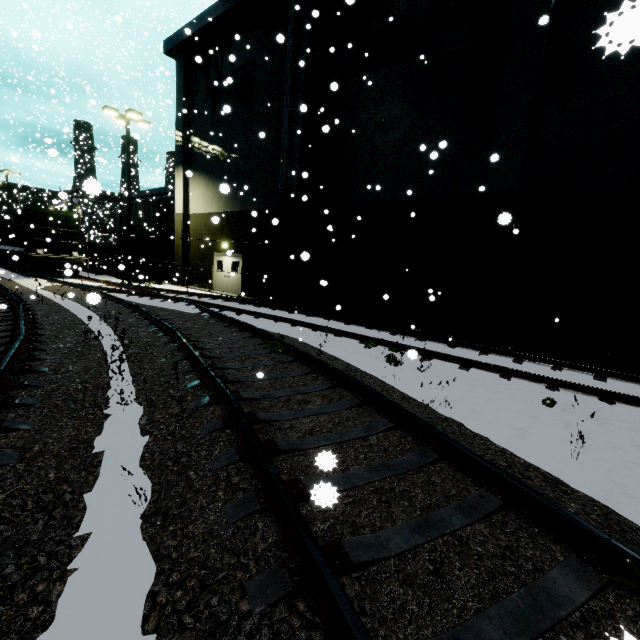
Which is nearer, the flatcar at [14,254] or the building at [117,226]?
the flatcar at [14,254]

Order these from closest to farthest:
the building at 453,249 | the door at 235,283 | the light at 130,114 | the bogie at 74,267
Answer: the building at 453,249 < the bogie at 74,267 < the light at 130,114 < the door at 235,283

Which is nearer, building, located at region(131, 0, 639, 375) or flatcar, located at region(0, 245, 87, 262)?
building, located at region(131, 0, 639, 375)

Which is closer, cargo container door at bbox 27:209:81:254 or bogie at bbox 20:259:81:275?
bogie at bbox 20:259:81:275

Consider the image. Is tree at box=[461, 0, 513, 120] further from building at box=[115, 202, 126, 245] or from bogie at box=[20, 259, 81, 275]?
bogie at box=[20, 259, 81, 275]

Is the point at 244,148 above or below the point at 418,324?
above

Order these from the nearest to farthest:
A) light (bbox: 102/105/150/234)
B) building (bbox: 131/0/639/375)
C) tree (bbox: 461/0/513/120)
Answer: building (bbox: 131/0/639/375) < tree (bbox: 461/0/513/120) < light (bbox: 102/105/150/234)

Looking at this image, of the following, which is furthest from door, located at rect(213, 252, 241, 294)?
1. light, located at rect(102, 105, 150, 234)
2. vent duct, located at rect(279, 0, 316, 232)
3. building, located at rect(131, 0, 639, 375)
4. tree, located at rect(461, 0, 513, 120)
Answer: light, located at rect(102, 105, 150, 234)
